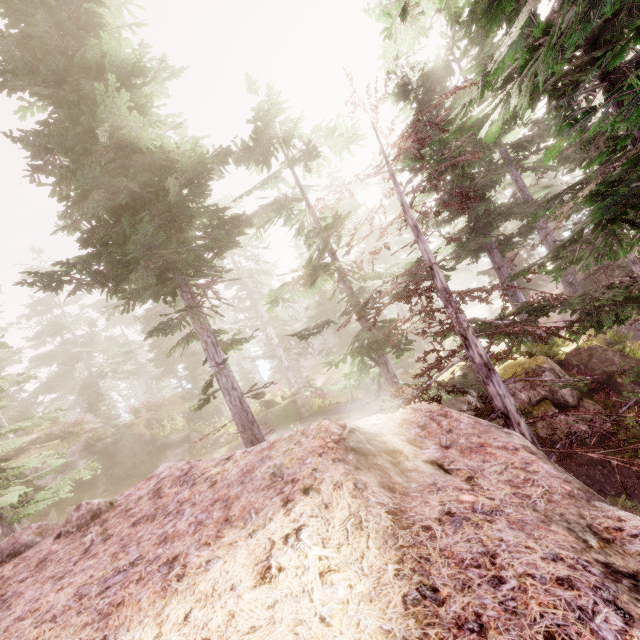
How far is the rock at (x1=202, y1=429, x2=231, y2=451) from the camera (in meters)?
20.34

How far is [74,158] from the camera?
6.5 meters

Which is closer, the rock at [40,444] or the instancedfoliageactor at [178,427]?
the rock at [40,444]

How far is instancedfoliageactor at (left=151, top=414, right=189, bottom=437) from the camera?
19.7m

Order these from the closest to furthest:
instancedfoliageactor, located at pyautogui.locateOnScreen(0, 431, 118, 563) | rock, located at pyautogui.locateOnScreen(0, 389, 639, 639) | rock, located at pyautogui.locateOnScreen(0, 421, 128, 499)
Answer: rock, located at pyautogui.locateOnScreen(0, 389, 639, 639)
instancedfoliageactor, located at pyautogui.locateOnScreen(0, 431, 118, 563)
rock, located at pyautogui.locateOnScreen(0, 421, 128, 499)

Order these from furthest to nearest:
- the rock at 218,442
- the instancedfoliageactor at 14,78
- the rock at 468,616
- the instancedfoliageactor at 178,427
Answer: the rock at 218,442 → the instancedfoliageactor at 178,427 → the instancedfoliageactor at 14,78 → the rock at 468,616

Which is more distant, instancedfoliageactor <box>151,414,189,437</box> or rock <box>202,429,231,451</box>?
rock <box>202,429,231,451</box>
